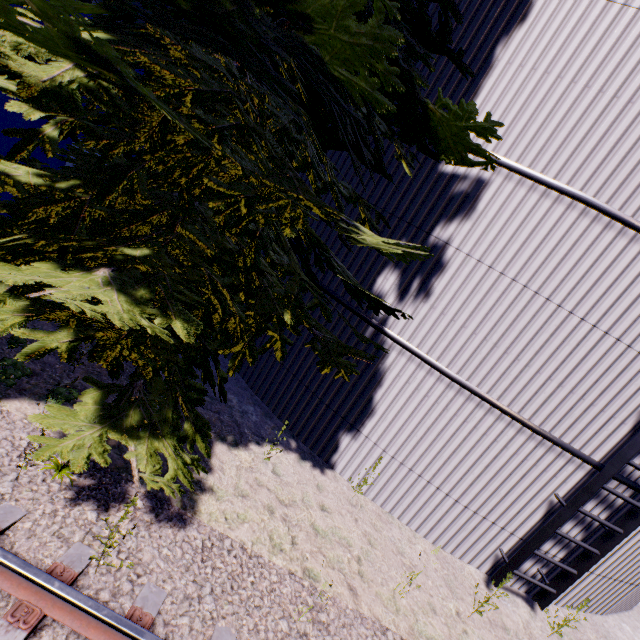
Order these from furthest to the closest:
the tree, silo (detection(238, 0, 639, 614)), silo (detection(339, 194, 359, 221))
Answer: silo (detection(339, 194, 359, 221))
silo (detection(238, 0, 639, 614))
the tree

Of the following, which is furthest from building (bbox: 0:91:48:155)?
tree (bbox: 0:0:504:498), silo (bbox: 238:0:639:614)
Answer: silo (bbox: 238:0:639:614)

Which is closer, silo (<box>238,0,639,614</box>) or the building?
silo (<box>238,0,639,614</box>)

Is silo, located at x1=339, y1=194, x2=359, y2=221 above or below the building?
above

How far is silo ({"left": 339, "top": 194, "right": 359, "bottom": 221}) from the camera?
5.8 meters

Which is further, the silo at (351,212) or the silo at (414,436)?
the silo at (351,212)

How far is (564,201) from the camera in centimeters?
452cm

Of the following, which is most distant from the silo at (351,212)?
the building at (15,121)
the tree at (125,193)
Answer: the building at (15,121)
